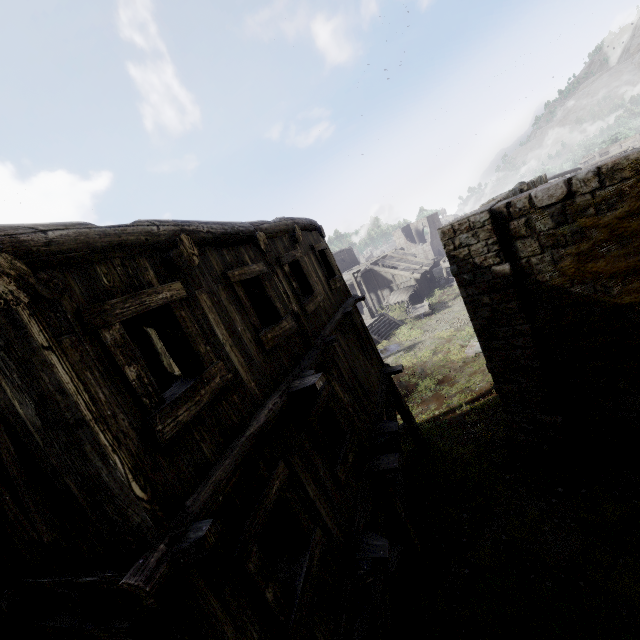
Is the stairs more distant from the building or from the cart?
the building

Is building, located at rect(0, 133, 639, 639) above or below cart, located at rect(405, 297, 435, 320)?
above

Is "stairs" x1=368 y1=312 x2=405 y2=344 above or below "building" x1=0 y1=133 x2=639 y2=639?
below

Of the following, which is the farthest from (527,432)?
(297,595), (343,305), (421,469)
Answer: (297,595)

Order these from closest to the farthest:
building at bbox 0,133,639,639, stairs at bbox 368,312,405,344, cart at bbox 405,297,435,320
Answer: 1. building at bbox 0,133,639,639
2. stairs at bbox 368,312,405,344
3. cart at bbox 405,297,435,320

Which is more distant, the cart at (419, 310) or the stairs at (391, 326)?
the cart at (419, 310)

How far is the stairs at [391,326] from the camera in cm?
2737
